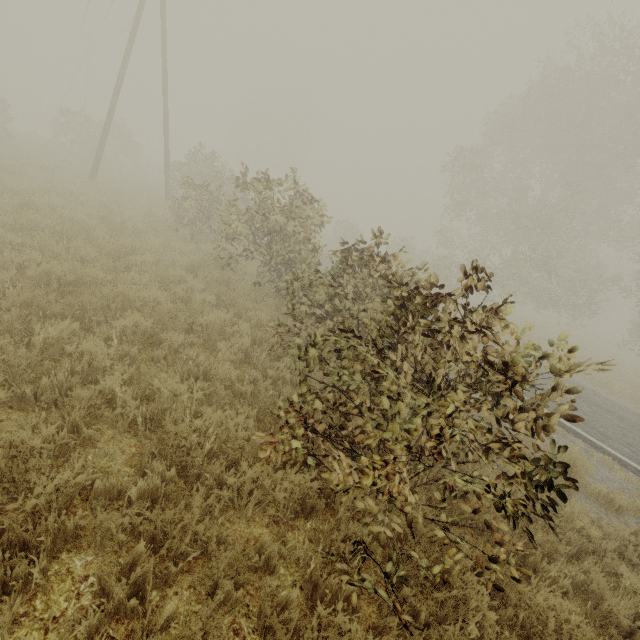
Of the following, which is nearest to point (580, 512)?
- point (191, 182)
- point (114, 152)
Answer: point (191, 182)
